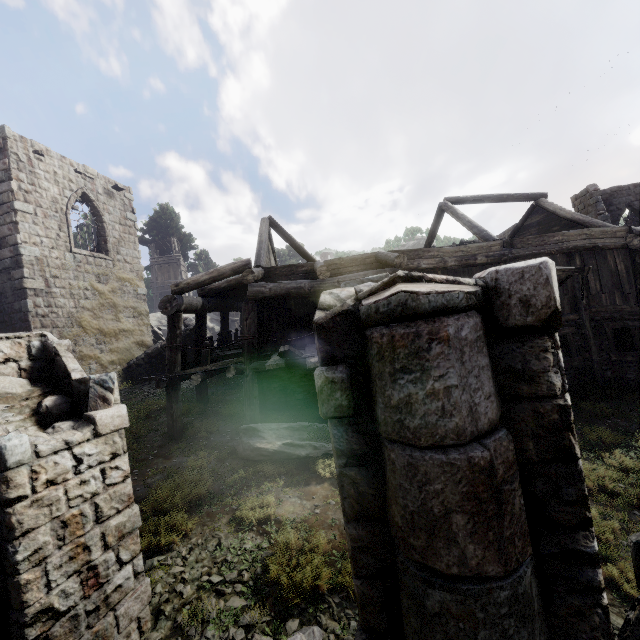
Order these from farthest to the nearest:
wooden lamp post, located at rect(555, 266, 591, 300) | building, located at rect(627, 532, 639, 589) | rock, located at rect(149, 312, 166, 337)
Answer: rock, located at rect(149, 312, 166, 337) < wooden lamp post, located at rect(555, 266, 591, 300) < building, located at rect(627, 532, 639, 589)

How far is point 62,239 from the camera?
13.8m

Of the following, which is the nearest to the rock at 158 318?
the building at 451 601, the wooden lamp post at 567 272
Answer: the building at 451 601

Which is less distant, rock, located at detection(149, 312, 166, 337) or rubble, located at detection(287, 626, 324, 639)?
rubble, located at detection(287, 626, 324, 639)

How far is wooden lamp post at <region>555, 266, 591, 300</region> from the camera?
7.95m

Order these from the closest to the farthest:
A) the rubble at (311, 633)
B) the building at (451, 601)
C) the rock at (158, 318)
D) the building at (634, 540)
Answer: the building at (451, 601) → the building at (634, 540) → the rubble at (311, 633) → the rock at (158, 318)

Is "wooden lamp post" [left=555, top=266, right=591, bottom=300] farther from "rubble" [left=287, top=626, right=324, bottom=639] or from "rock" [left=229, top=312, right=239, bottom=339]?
"rock" [left=229, top=312, right=239, bottom=339]

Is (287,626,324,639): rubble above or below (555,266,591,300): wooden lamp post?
below
